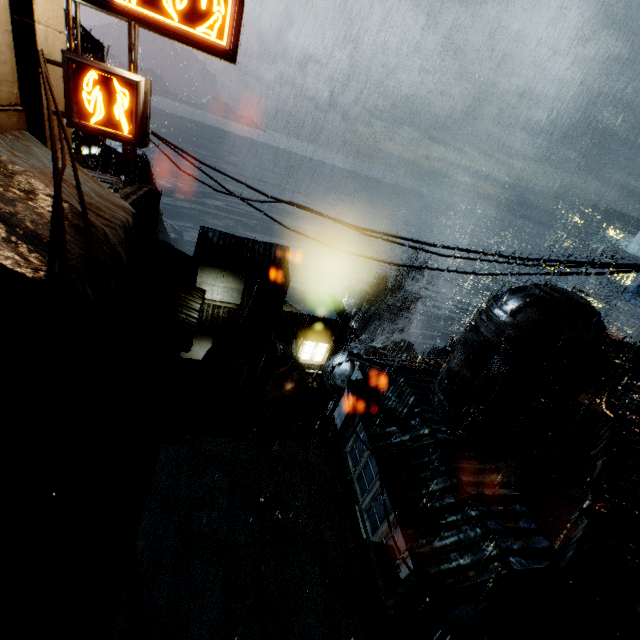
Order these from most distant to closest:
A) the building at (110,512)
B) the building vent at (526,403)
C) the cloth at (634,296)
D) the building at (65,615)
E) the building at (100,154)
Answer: the cloth at (634,296) < the building at (100,154) < the building vent at (526,403) < the building at (110,512) < the building at (65,615)

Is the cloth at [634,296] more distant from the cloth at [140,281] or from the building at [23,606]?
the cloth at [140,281]

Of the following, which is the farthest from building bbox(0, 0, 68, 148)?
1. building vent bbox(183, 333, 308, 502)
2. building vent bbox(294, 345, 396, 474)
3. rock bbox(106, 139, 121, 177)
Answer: rock bbox(106, 139, 121, 177)

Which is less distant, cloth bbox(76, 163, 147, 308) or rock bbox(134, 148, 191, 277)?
cloth bbox(76, 163, 147, 308)

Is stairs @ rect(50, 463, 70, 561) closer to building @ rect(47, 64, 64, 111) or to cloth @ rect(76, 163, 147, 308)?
building @ rect(47, 64, 64, 111)

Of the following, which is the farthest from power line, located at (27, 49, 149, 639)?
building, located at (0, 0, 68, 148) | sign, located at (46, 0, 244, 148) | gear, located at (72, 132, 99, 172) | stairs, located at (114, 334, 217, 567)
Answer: stairs, located at (114, 334, 217, 567)

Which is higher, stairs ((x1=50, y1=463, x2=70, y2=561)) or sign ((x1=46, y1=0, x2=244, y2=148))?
sign ((x1=46, y1=0, x2=244, y2=148))

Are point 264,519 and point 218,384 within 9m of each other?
yes
